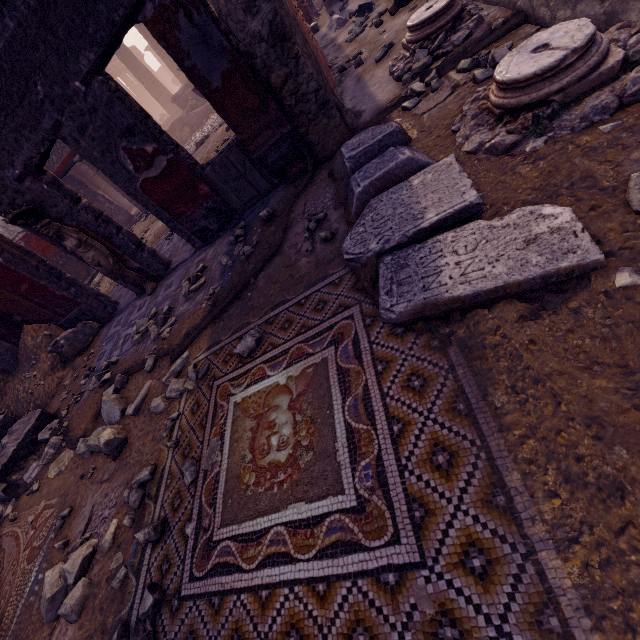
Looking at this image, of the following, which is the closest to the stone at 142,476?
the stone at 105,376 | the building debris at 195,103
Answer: the stone at 105,376

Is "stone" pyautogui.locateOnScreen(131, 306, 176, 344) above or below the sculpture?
below

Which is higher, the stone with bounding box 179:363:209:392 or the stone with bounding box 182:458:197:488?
the stone with bounding box 179:363:209:392

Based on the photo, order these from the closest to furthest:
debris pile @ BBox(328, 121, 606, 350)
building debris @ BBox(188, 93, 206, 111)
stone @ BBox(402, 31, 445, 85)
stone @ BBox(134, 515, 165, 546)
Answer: debris pile @ BBox(328, 121, 606, 350)
stone @ BBox(134, 515, 165, 546)
stone @ BBox(402, 31, 445, 85)
building debris @ BBox(188, 93, 206, 111)

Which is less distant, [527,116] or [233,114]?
[527,116]

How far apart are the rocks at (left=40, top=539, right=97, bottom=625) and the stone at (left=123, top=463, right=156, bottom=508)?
0.2m

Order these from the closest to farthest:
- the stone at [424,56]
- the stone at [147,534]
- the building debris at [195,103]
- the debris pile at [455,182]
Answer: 1. the debris pile at [455,182]
2. the stone at [147,534]
3. the stone at [424,56]
4. the building debris at [195,103]

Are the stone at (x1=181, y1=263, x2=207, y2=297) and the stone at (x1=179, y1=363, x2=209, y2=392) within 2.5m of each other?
yes
